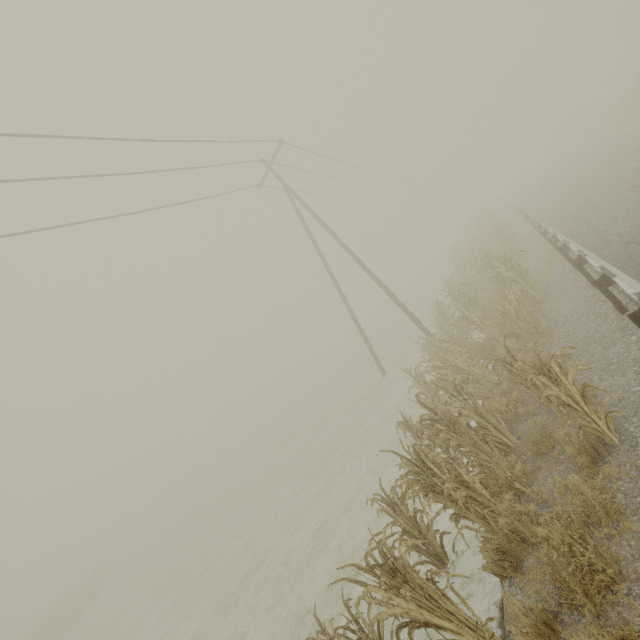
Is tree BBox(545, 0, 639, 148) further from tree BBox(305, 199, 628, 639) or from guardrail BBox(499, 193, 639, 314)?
A: tree BBox(305, 199, 628, 639)

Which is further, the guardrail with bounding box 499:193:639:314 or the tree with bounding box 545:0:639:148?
the tree with bounding box 545:0:639:148

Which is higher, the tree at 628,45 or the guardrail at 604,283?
the tree at 628,45

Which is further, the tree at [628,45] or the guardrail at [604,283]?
the tree at [628,45]

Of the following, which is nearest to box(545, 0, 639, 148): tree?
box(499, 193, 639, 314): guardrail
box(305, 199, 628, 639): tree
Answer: box(499, 193, 639, 314): guardrail

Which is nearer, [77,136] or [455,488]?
[455,488]
